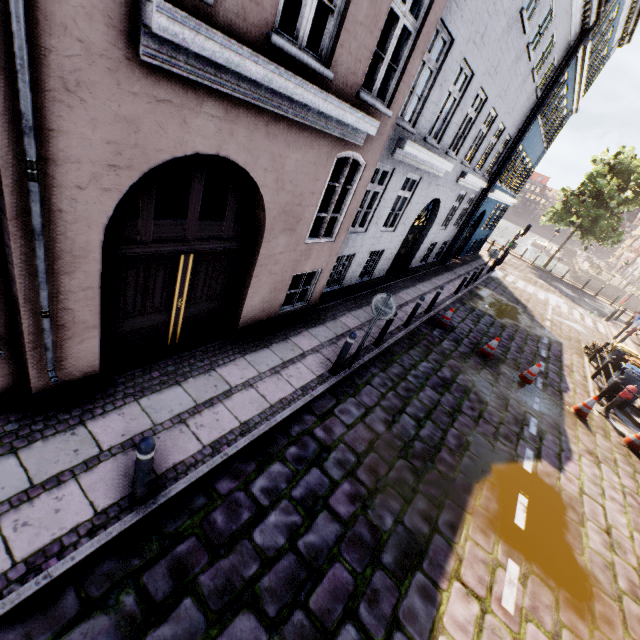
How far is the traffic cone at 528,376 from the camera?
9.8m

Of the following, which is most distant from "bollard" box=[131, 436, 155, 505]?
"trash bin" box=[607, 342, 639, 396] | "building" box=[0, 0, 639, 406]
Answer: "trash bin" box=[607, 342, 639, 396]

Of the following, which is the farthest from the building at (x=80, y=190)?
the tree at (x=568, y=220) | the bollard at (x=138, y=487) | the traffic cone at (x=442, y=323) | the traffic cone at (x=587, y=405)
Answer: the tree at (x=568, y=220)

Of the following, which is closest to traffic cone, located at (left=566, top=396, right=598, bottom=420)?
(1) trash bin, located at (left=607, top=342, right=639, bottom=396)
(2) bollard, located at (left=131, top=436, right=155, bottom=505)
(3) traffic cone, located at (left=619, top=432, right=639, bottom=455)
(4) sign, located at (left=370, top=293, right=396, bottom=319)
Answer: (3) traffic cone, located at (left=619, top=432, right=639, bottom=455)

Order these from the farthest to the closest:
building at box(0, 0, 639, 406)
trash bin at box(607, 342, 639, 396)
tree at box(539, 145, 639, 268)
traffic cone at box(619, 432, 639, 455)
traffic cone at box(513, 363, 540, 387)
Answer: tree at box(539, 145, 639, 268) < trash bin at box(607, 342, 639, 396) < traffic cone at box(513, 363, 540, 387) < traffic cone at box(619, 432, 639, 455) < building at box(0, 0, 639, 406)

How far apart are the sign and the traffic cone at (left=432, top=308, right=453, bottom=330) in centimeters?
541cm

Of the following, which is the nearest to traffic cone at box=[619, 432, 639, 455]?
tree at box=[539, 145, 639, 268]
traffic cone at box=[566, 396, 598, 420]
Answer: traffic cone at box=[566, 396, 598, 420]

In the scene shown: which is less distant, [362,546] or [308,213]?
[362,546]
